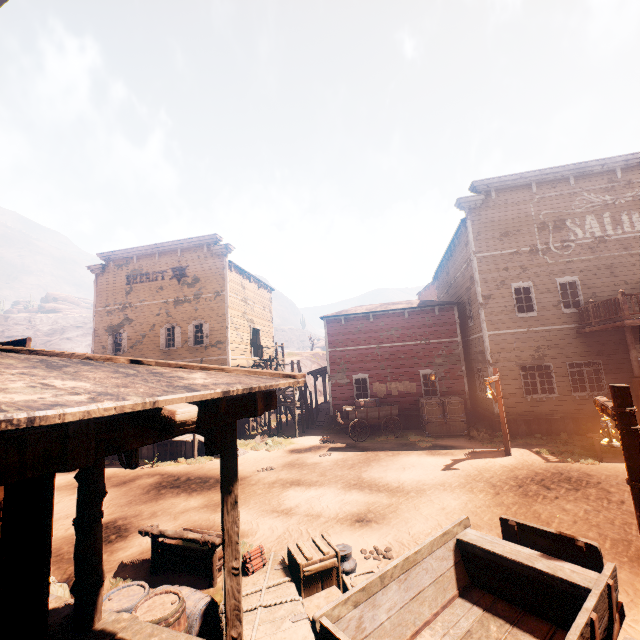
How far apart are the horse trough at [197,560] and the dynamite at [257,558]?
1.52m

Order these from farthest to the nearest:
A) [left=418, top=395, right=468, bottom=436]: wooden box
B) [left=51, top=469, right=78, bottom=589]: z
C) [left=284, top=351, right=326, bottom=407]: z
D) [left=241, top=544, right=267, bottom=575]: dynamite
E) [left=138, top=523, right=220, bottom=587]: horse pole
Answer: [left=284, top=351, right=326, bottom=407]: z → [left=418, top=395, right=468, bottom=436]: wooden box → [left=51, top=469, right=78, bottom=589]: z → [left=138, top=523, right=220, bottom=587]: horse pole → [left=241, top=544, right=267, bottom=575]: dynamite

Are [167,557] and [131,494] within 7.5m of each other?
yes

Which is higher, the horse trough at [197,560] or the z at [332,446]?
the horse trough at [197,560]

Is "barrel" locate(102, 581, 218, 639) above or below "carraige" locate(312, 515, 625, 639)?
below

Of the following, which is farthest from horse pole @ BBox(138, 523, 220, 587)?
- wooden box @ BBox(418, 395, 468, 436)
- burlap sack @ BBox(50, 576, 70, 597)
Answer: wooden box @ BBox(418, 395, 468, 436)

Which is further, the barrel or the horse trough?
the horse trough

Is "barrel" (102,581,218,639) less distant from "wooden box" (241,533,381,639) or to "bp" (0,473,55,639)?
"wooden box" (241,533,381,639)
